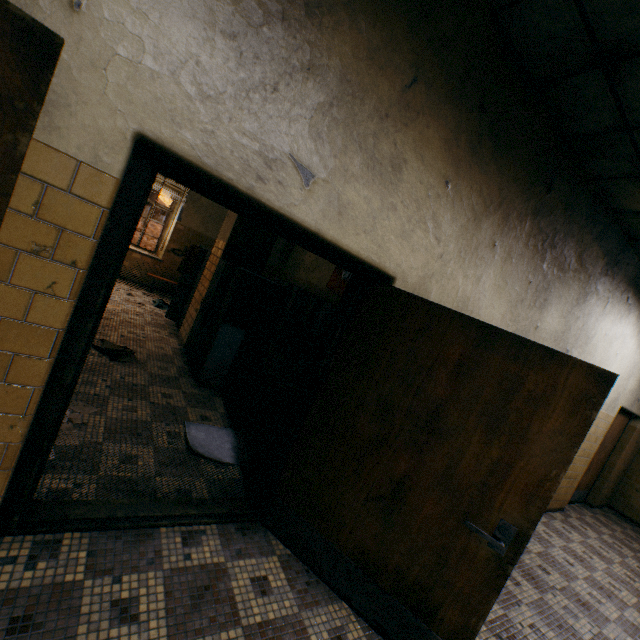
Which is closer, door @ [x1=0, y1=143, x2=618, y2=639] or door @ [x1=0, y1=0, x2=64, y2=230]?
door @ [x1=0, y1=0, x2=64, y2=230]

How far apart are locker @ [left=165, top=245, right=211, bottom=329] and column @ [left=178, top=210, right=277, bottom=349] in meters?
0.0

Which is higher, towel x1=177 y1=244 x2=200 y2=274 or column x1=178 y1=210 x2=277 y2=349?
column x1=178 y1=210 x2=277 y2=349

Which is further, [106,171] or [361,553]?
[361,553]

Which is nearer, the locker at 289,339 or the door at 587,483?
the locker at 289,339

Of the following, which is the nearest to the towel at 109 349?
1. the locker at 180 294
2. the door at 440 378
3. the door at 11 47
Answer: the locker at 180 294

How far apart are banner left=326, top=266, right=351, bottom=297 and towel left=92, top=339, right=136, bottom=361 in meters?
4.4

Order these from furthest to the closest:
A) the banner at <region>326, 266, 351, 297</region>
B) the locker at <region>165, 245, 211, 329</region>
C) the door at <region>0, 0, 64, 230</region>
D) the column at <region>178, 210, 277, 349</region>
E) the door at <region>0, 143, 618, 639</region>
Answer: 1. the banner at <region>326, 266, 351, 297</region>
2. the locker at <region>165, 245, 211, 329</region>
3. the column at <region>178, 210, 277, 349</region>
4. the door at <region>0, 143, 618, 639</region>
5. the door at <region>0, 0, 64, 230</region>
